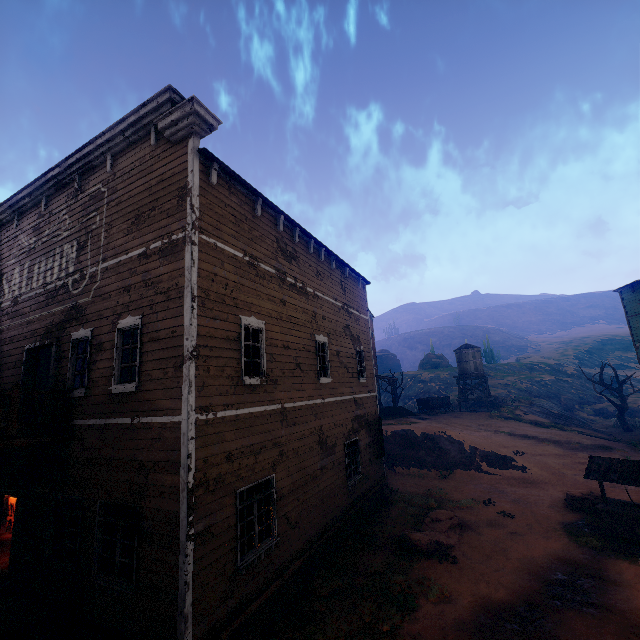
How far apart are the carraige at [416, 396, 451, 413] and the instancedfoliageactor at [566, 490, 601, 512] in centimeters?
1812cm

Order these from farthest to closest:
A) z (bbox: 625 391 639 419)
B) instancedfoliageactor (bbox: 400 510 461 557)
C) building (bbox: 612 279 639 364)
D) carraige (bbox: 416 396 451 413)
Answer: z (bbox: 625 391 639 419) → carraige (bbox: 416 396 451 413) → building (bbox: 612 279 639 364) → instancedfoliageactor (bbox: 400 510 461 557)

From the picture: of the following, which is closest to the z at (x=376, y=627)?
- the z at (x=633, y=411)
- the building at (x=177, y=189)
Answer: the building at (x=177, y=189)

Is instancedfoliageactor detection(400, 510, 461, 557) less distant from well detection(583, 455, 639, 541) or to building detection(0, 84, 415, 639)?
building detection(0, 84, 415, 639)

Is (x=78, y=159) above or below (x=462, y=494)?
above

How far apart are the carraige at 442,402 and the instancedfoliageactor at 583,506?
18.1 meters

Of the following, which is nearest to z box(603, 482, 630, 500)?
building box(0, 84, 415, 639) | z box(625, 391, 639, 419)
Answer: building box(0, 84, 415, 639)

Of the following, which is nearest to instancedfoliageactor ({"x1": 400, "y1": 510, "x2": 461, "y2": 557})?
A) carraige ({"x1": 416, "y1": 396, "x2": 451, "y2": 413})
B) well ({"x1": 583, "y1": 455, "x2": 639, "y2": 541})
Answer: well ({"x1": 583, "y1": 455, "x2": 639, "y2": 541})
